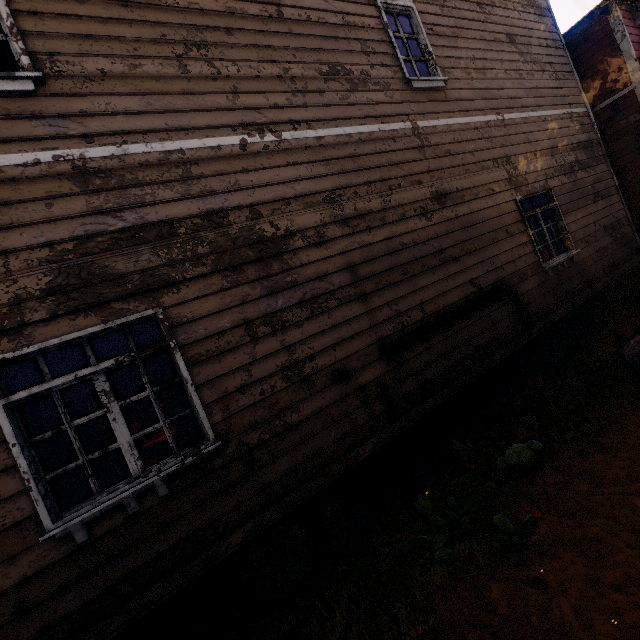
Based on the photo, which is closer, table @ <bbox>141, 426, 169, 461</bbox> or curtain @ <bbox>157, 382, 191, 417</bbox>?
curtain @ <bbox>157, 382, 191, 417</bbox>

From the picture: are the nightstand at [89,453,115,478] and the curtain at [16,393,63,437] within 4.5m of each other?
no

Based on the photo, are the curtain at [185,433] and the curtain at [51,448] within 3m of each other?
yes

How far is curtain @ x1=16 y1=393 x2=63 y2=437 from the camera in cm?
279

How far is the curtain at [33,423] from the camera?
2.8m

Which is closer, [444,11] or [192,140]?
[192,140]

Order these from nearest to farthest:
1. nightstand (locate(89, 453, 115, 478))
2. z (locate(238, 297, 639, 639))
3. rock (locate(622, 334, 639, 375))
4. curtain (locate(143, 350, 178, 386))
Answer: z (locate(238, 297, 639, 639)), curtain (locate(143, 350, 178, 386)), rock (locate(622, 334, 639, 375)), nightstand (locate(89, 453, 115, 478))

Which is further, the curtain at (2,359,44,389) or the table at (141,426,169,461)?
the table at (141,426,169,461)
